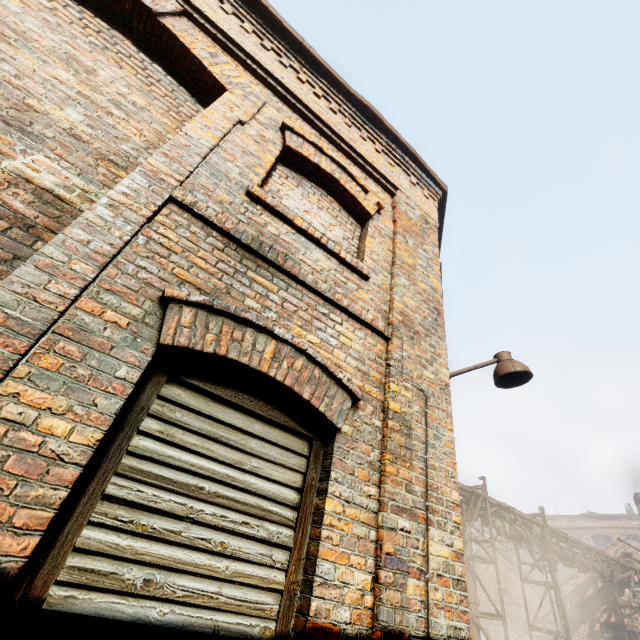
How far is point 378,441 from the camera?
2.4m

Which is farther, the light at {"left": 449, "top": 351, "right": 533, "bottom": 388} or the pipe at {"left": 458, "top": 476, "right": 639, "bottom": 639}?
the pipe at {"left": 458, "top": 476, "right": 639, "bottom": 639}

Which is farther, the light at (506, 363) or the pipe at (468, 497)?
the pipe at (468, 497)

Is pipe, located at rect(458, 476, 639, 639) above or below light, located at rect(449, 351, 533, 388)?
above

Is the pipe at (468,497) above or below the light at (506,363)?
above

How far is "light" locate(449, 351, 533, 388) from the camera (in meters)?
3.73
